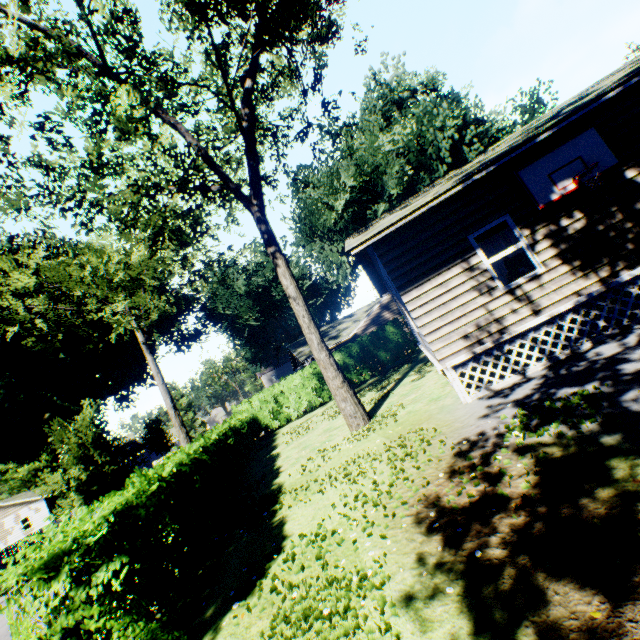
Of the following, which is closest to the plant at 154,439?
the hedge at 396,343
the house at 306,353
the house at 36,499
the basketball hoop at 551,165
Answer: the house at 36,499

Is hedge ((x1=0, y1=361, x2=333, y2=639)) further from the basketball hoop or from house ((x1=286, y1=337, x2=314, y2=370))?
the basketball hoop

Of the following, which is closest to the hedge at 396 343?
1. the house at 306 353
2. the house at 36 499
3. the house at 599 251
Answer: the house at 306 353

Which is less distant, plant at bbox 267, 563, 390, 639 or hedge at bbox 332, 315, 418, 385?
plant at bbox 267, 563, 390, 639

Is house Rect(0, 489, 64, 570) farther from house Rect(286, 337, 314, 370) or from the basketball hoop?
the basketball hoop

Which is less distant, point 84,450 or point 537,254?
point 537,254

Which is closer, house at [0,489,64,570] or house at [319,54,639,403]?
house at [319,54,639,403]

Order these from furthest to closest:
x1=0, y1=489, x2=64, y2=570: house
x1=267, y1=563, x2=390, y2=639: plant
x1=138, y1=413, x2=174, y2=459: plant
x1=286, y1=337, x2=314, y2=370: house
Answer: x1=138, y1=413, x2=174, y2=459: plant, x1=0, y1=489, x2=64, y2=570: house, x1=286, y1=337, x2=314, y2=370: house, x1=267, y1=563, x2=390, y2=639: plant
